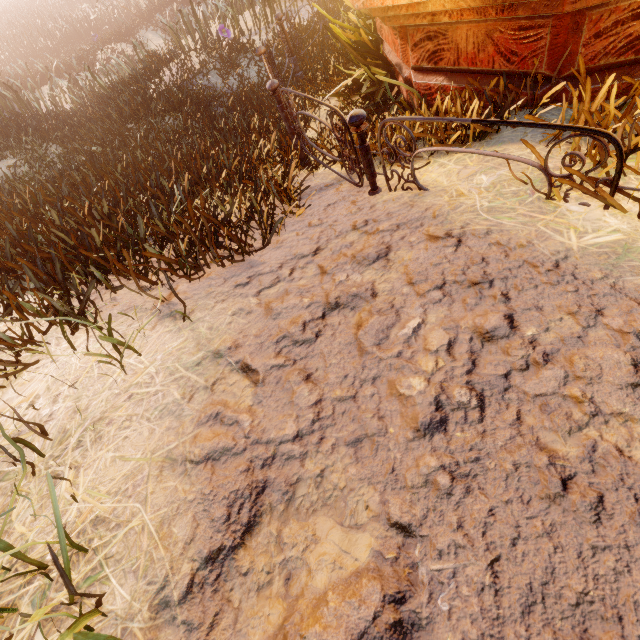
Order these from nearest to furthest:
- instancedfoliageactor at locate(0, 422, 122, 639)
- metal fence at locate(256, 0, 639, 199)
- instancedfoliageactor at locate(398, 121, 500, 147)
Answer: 1. instancedfoliageactor at locate(0, 422, 122, 639)
2. metal fence at locate(256, 0, 639, 199)
3. instancedfoliageactor at locate(398, 121, 500, 147)

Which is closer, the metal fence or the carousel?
the metal fence

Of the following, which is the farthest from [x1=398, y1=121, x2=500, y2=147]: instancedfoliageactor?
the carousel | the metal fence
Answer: the metal fence

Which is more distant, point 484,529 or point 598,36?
point 598,36

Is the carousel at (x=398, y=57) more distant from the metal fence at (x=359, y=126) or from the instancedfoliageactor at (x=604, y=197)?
the metal fence at (x=359, y=126)

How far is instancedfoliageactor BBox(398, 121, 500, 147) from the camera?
2.93m

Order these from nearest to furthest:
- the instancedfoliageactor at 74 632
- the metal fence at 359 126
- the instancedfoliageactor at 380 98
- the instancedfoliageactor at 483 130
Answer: the instancedfoliageactor at 74 632 < the metal fence at 359 126 < the instancedfoliageactor at 380 98 < the instancedfoliageactor at 483 130
